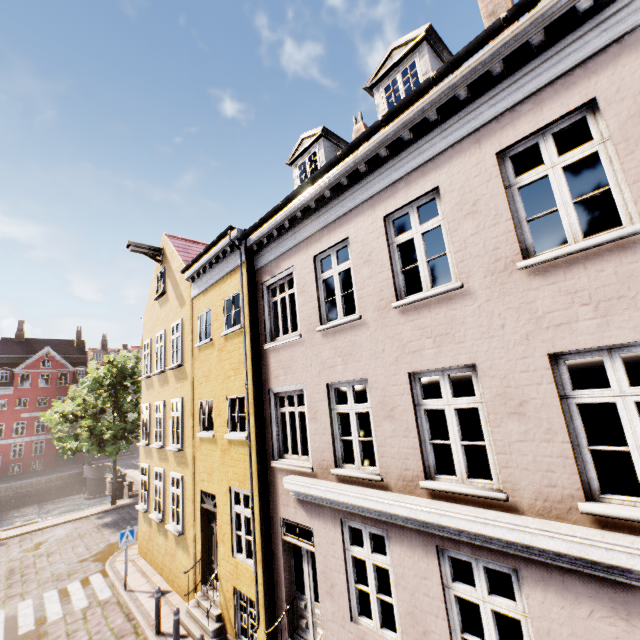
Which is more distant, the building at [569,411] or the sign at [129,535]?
the sign at [129,535]

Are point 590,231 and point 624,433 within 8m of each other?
yes

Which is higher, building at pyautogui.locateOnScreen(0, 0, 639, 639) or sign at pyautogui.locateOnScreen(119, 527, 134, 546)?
building at pyautogui.locateOnScreen(0, 0, 639, 639)

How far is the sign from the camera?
11.60m

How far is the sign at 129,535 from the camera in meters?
11.6 m

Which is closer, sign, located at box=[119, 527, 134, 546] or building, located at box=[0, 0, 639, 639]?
building, located at box=[0, 0, 639, 639]
